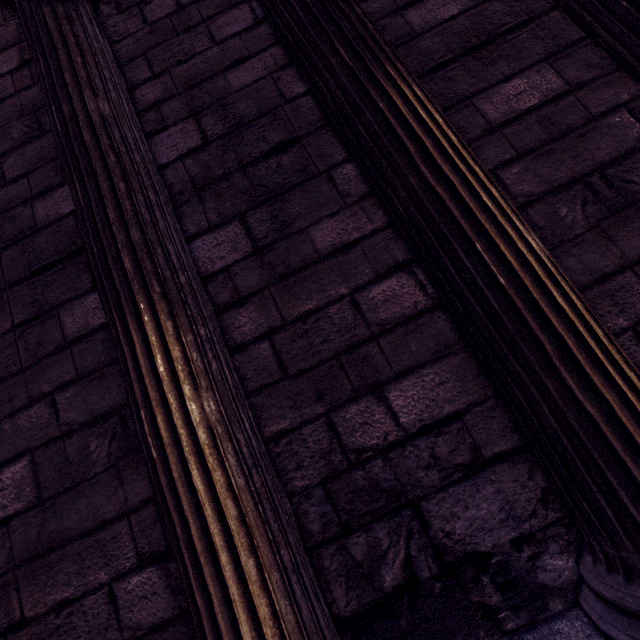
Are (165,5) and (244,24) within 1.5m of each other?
yes
